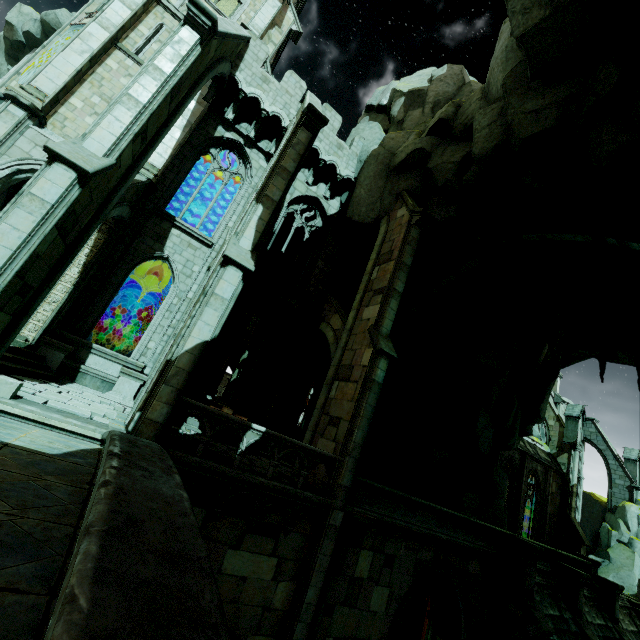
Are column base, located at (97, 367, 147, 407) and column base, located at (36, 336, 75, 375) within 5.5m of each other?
yes

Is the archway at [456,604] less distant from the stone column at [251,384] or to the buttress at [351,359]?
the buttress at [351,359]

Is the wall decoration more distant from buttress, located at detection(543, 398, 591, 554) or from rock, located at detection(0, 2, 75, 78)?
buttress, located at detection(543, 398, 591, 554)

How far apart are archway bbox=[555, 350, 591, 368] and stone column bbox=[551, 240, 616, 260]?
7.37m

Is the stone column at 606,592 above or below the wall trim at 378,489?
below

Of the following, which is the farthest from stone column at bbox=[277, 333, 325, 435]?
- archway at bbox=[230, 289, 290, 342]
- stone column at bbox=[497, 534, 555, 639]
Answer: stone column at bbox=[497, 534, 555, 639]

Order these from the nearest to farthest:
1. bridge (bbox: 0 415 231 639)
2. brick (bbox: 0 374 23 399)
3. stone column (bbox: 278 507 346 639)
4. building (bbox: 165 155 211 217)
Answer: bridge (bbox: 0 415 231 639), brick (bbox: 0 374 23 399), stone column (bbox: 278 507 346 639), building (bbox: 165 155 211 217)

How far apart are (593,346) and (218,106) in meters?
21.5
